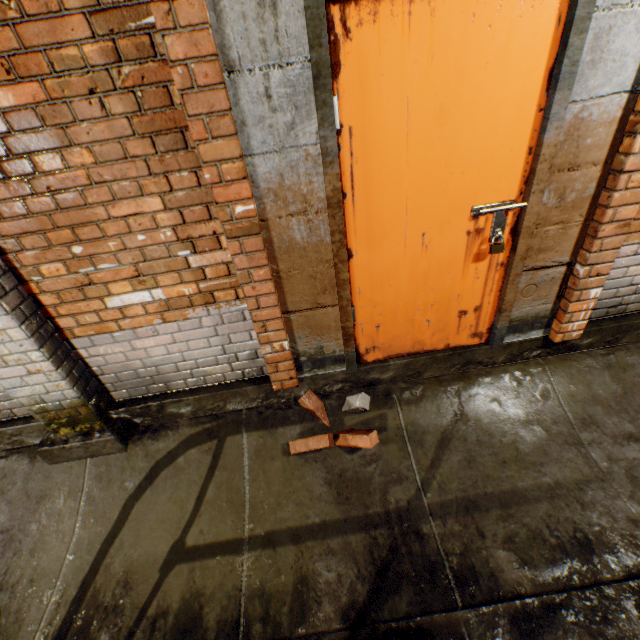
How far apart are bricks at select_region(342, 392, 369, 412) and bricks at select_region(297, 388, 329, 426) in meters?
0.1

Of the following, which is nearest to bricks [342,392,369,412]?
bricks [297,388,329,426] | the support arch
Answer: bricks [297,388,329,426]

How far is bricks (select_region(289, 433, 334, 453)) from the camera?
2.34m

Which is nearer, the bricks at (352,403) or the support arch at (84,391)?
the support arch at (84,391)

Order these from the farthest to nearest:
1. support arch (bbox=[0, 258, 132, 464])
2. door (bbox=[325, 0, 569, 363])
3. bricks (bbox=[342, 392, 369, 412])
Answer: bricks (bbox=[342, 392, 369, 412]) < support arch (bbox=[0, 258, 132, 464]) < door (bbox=[325, 0, 569, 363])

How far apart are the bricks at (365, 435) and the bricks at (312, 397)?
0.12m

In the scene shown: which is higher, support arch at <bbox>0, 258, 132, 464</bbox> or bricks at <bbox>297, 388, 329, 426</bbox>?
support arch at <bbox>0, 258, 132, 464</bbox>

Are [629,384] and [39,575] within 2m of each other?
no
